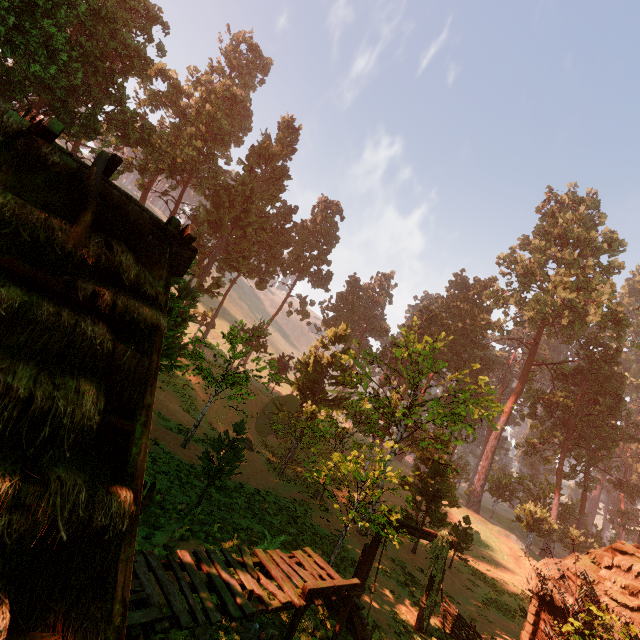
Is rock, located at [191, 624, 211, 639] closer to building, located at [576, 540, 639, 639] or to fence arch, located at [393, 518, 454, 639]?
building, located at [576, 540, 639, 639]

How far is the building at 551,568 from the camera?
12.6 meters

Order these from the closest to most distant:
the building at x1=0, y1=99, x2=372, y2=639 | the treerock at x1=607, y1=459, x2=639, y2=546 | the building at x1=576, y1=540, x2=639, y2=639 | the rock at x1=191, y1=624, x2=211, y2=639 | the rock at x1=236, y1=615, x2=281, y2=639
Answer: the building at x1=0, y1=99, x2=372, y2=639, the rock at x1=191, y1=624, x2=211, y2=639, the rock at x1=236, y1=615, x2=281, y2=639, the building at x1=576, y1=540, x2=639, y2=639, the treerock at x1=607, y1=459, x2=639, y2=546

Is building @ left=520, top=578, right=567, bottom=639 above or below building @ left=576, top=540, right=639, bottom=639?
below

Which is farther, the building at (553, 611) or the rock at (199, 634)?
the building at (553, 611)

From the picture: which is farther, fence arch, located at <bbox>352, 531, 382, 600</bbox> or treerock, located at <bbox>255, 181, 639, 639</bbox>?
treerock, located at <bbox>255, 181, 639, 639</bbox>

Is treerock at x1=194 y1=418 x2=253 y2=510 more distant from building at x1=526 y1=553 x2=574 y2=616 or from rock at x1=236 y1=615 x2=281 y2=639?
rock at x1=236 y1=615 x2=281 y2=639

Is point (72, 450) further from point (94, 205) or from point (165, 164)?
point (165, 164)
